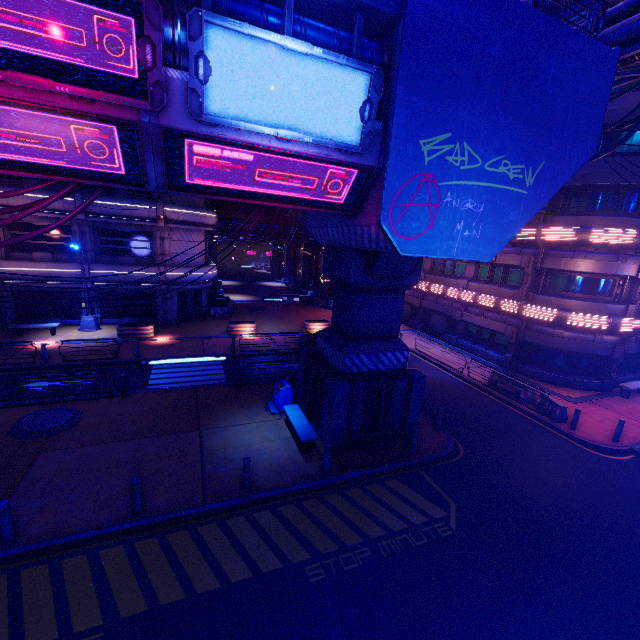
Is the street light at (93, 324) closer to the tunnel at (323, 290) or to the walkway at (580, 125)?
the tunnel at (323, 290)

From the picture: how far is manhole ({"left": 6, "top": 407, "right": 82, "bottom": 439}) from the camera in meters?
11.4 m

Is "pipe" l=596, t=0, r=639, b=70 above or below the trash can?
above

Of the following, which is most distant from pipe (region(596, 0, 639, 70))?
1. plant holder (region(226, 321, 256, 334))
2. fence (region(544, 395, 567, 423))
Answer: plant holder (region(226, 321, 256, 334))

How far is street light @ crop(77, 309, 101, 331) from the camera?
22.62m

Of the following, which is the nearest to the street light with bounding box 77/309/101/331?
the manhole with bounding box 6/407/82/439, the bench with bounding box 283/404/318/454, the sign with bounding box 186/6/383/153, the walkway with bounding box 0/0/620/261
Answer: the manhole with bounding box 6/407/82/439

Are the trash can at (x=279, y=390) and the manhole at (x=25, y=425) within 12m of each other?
yes

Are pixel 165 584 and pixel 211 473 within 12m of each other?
yes
